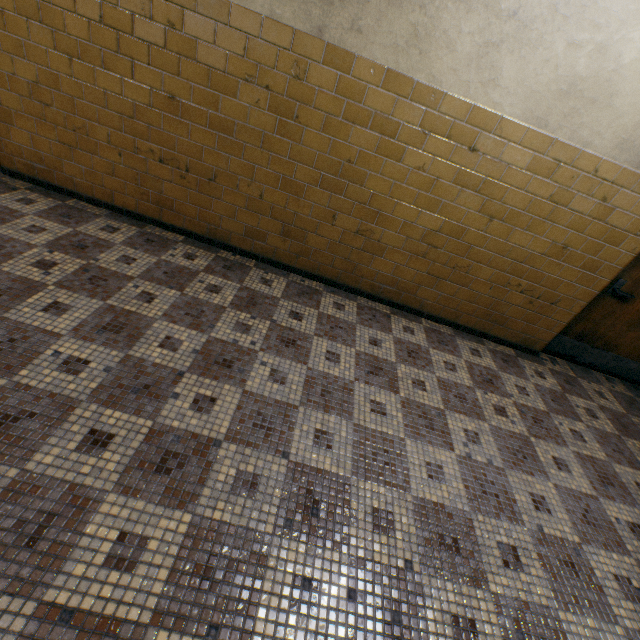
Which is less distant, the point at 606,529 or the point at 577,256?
the point at 606,529
